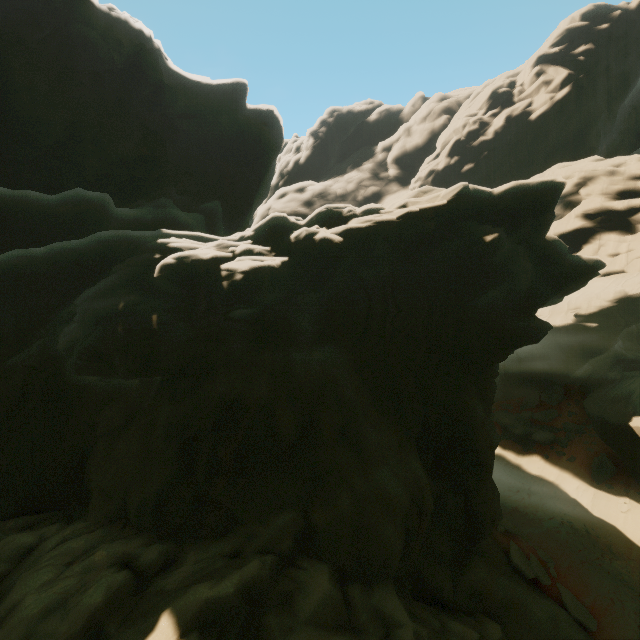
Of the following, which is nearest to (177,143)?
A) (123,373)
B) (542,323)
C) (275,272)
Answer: (275,272)

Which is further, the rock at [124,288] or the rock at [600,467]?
the rock at [600,467]

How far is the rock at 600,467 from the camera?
20.22m

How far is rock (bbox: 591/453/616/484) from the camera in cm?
2022

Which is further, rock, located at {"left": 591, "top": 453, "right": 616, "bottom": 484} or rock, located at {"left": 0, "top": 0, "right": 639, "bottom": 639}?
rock, located at {"left": 591, "top": 453, "right": 616, "bottom": 484}

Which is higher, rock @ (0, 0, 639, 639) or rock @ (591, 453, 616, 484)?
rock @ (0, 0, 639, 639)
